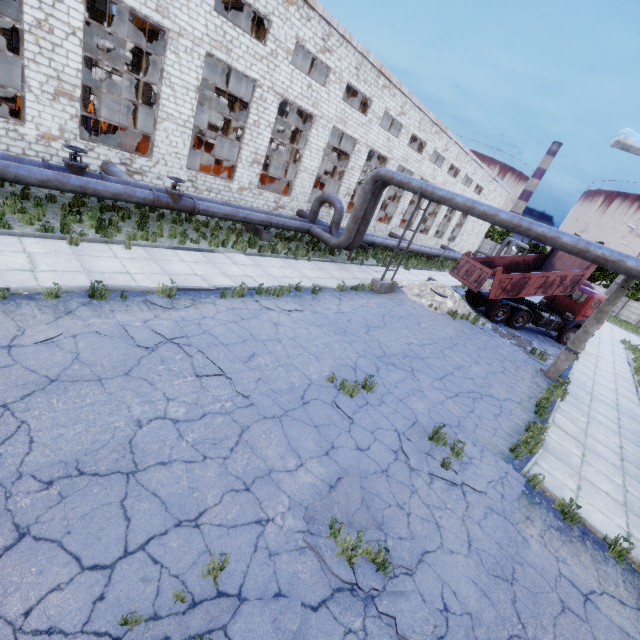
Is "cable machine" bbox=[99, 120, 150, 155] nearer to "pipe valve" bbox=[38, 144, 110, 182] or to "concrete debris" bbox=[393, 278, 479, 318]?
"pipe valve" bbox=[38, 144, 110, 182]

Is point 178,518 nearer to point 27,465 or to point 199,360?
point 27,465

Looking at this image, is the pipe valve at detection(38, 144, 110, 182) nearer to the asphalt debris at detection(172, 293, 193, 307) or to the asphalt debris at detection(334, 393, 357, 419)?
the asphalt debris at detection(172, 293, 193, 307)

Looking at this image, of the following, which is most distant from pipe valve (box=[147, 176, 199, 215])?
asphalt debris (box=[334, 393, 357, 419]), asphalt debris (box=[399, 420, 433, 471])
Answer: asphalt debris (box=[399, 420, 433, 471])

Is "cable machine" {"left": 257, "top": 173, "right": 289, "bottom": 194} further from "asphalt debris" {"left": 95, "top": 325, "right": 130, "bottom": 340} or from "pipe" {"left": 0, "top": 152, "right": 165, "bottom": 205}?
"asphalt debris" {"left": 95, "top": 325, "right": 130, "bottom": 340}

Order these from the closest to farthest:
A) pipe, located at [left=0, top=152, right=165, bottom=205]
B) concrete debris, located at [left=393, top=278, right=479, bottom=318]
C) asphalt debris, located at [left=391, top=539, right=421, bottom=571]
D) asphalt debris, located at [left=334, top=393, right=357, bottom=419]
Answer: asphalt debris, located at [left=391, top=539, right=421, bottom=571], asphalt debris, located at [left=334, top=393, right=357, bottom=419], pipe, located at [left=0, top=152, right=165, bottom=205], concrete debris, located at [left=393, top=278, right=479, bottom=318]

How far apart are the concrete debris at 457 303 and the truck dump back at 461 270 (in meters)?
0.62

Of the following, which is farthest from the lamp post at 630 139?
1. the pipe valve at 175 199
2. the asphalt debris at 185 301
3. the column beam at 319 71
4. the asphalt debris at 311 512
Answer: the column beam at 319 71
